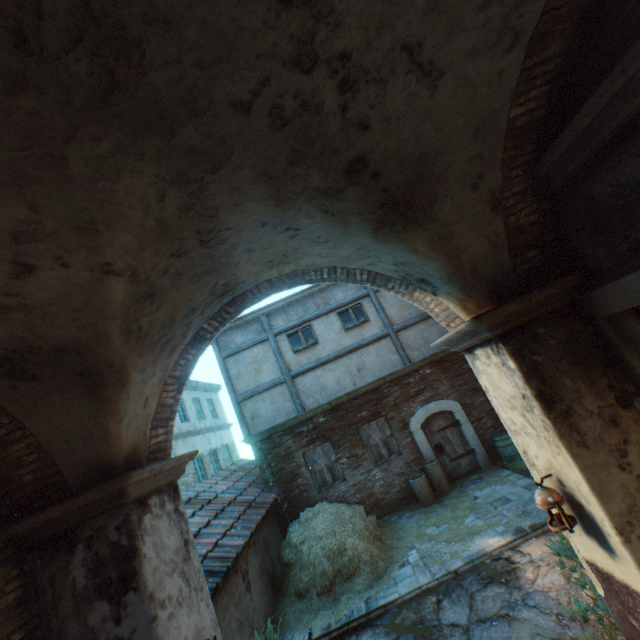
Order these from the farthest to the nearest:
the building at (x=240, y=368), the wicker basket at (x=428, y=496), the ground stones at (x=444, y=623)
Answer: the building at (x=240, y=368), the wicker basket at (x=428, y=496), the ground stones at (x=444, y=623)

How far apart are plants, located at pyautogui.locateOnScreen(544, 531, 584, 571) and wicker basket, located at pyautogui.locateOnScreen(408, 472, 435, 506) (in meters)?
3.97

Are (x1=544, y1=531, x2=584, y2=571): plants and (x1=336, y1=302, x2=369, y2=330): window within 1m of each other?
no

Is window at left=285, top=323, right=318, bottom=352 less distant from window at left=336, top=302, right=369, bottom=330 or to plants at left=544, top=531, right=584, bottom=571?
window at left=336, top=302, right=369, bottom=330

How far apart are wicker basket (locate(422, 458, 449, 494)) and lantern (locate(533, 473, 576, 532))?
6.8m

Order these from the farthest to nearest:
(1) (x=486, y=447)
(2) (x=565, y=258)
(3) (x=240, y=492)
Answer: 1. (1) (x=486, y=447)
2. (3) (x=240, y=492)
3. (2) (x=565, y=258)

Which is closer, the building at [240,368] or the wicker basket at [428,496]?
the wicker basket at [428,496]

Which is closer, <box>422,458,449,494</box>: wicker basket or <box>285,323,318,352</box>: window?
→ <box>422,458,449,494</box>: wicker basket
